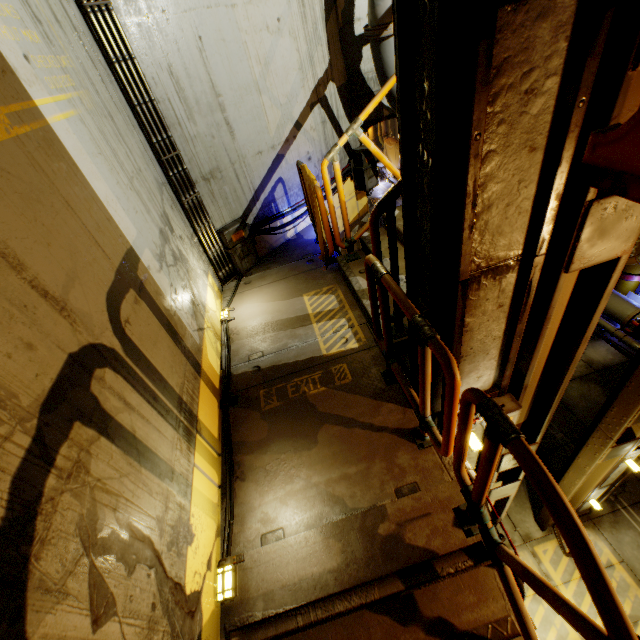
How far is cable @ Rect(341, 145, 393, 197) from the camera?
6.6m

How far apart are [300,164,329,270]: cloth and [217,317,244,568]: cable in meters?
1.6

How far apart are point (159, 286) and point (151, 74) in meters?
2.8 m

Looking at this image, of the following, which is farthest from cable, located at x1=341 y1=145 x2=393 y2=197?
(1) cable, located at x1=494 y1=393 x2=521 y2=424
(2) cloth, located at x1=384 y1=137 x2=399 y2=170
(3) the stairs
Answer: (2) cloth, located at x1=384 y1=137 x2=399 y2=170

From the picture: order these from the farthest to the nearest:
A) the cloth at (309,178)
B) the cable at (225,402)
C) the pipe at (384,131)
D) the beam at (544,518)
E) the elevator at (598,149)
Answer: the pipe at (384,131)
the beam at (544,518)
the cloth at (309,178)
the cable at (225,402)
the elevator at (598,149)

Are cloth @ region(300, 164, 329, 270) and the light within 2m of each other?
no

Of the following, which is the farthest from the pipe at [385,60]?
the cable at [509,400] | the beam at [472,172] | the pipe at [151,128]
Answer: the pipe at [151,128]

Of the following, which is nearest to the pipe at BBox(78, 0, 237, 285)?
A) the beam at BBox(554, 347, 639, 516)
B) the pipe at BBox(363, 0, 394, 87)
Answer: the pipe at BBox(363, 0, 394, 87)
